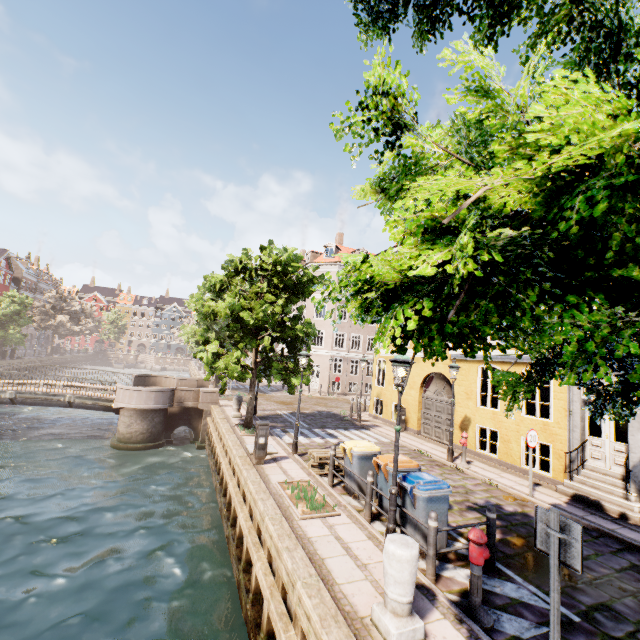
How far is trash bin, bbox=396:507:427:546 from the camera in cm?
604

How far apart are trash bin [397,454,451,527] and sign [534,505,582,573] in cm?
237

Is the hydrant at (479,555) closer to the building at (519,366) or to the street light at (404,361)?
the street light at (404,361)

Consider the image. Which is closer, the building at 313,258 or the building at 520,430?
the building at 520,430

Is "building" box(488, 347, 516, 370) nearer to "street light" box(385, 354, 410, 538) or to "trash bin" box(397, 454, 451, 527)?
"street light" box(385, 354, 410, 538)

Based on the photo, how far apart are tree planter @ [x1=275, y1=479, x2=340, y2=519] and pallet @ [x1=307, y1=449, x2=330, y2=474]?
0.6m

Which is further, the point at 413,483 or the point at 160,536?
the point at 160,536

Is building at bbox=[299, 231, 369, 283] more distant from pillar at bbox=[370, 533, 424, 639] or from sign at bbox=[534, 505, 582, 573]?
sign at bbox=[534, 505, 582, 573]
